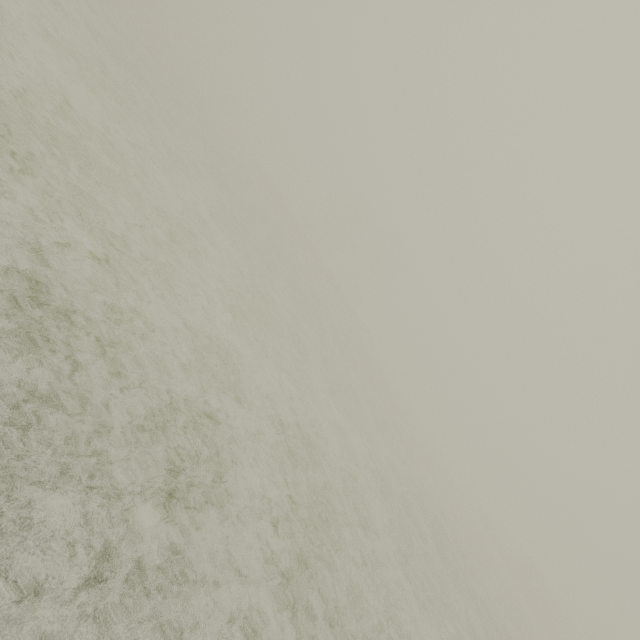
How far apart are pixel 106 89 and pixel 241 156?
33.7 meters
